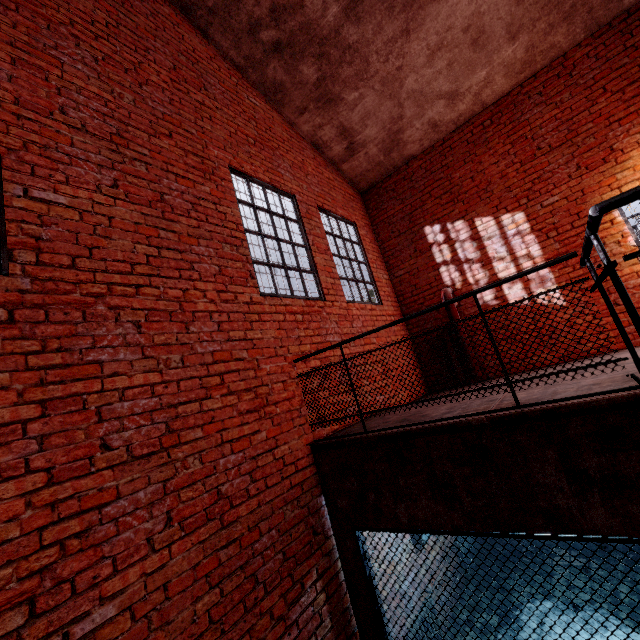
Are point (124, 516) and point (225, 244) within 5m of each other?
yes
